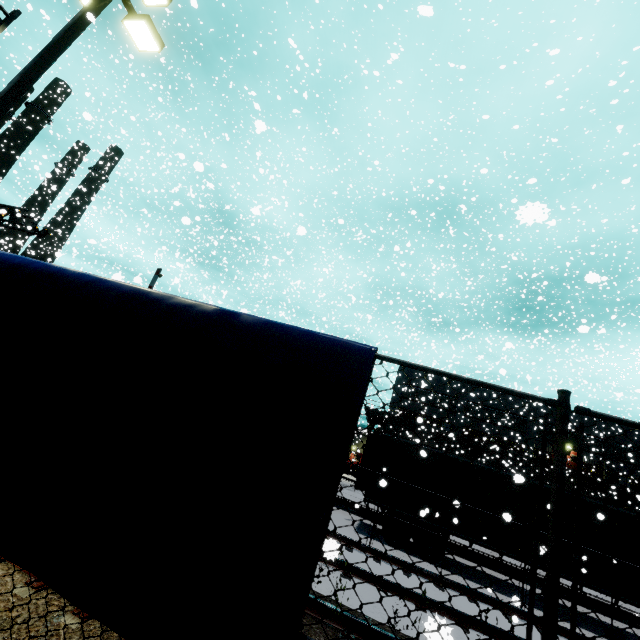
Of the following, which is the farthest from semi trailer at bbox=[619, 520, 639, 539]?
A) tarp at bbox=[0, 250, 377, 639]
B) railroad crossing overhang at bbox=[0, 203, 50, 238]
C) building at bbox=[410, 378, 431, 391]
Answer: railroad crossing overhang at bbox=[0, 203, 50, 238]

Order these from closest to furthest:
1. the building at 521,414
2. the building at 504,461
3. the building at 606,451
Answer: the building at 504,461, the building at 606,451, the building at 521,414

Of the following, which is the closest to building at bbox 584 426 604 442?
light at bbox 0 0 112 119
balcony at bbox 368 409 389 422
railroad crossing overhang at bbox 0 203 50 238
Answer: balcony at bbox 368 409 389 422

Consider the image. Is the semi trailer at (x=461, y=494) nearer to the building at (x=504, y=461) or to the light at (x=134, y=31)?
the building at (x=504, y=461)

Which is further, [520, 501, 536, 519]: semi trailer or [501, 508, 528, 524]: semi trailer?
[520, 501, 536, 519]: semi trailer

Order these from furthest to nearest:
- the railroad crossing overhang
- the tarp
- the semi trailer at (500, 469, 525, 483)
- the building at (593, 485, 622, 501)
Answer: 1. the building at (593, 485, 622, 501)
2. the railroad crossing overhang
3. the semi trailer at (500, 469, 525, 483)
4. the tarp

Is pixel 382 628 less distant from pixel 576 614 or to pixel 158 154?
pixel 576 614

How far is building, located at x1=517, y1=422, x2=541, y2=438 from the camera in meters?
38.1 m
